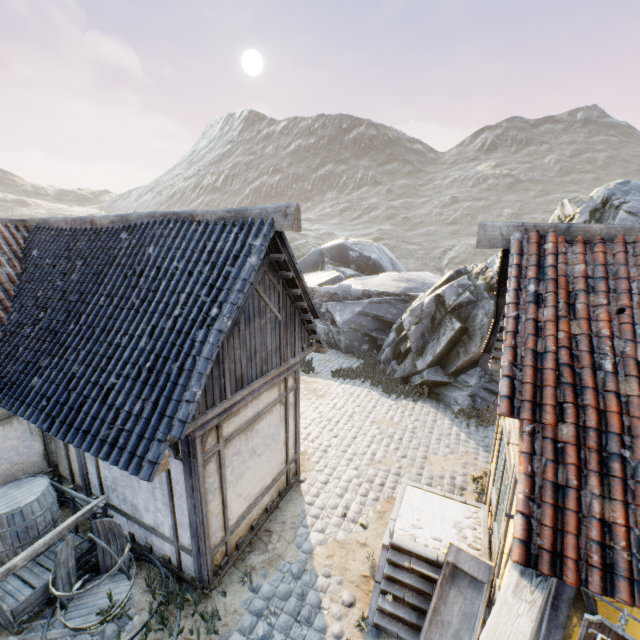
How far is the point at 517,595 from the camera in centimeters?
255cm

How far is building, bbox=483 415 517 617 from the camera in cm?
411

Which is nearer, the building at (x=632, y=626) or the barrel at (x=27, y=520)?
the building at (x=632, y=626)

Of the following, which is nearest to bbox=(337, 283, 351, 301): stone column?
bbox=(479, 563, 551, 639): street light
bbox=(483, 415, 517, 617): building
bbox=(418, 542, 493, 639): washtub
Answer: bbox=(483, 415, 517, 617): building

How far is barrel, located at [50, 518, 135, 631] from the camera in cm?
475

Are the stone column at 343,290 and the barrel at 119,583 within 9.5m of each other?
no

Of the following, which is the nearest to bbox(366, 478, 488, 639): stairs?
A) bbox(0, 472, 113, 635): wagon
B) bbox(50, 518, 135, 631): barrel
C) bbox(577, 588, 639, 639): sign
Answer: bbox(577, 588, 639, 639): sign

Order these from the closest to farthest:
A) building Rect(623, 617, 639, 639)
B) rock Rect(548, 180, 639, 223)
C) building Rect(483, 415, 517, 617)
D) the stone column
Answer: building Rect(623, 617, 639, 639) < building Rect(483, 415, 517, 617) < rock Rect(548, 180, 639, 223) < the stone column
